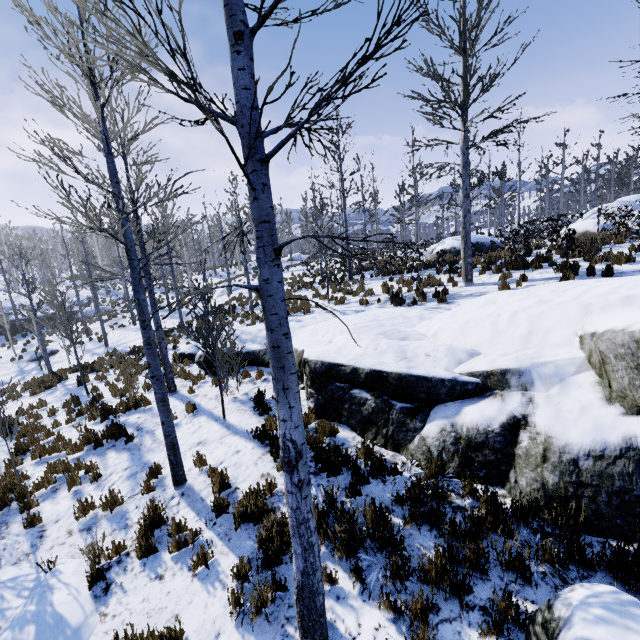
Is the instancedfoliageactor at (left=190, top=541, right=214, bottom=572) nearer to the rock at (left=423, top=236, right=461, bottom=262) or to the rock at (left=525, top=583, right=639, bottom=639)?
the rock at (left=525, top=583, right=639, bottom=639)

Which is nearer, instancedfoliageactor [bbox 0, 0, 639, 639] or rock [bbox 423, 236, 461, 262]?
instancedfoliageactor [bbox 0, 0, 639, 639]

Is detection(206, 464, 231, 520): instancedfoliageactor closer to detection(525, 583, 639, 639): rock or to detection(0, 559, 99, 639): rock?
detection(525, 583, 639, 639): rock

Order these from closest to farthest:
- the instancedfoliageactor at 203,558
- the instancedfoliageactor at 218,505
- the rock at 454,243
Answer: the instancedfoliageactor at 203,558 < the instancedfoliageactor at 218,505 < the rock at 454,243

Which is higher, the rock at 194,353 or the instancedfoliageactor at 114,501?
the rock at 194,353

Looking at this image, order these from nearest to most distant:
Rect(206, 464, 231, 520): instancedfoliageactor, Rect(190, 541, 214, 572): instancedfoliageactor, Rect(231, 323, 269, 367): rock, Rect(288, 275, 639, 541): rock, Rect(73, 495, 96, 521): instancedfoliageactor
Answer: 1. Rect(288, 275, 639, 541): rock
2. Rect(190, 541, 214, 572): instancedfoliageactor
3. Rect(206, 464, 231, 520): instancedfoliageactor
4. Rect(73, 495, 96, 521): instancedfoliageactor
5. Rect(231, 323, 269, 367): rock

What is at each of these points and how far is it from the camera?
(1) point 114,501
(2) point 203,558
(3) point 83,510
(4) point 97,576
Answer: (1) instancedfoliageactor, 6.0m
(2) instancedfoliageactor, 4.6m
(3) instancedfoliageactor, 6.0m
(4) instancedfoliageactor, 4.8m
